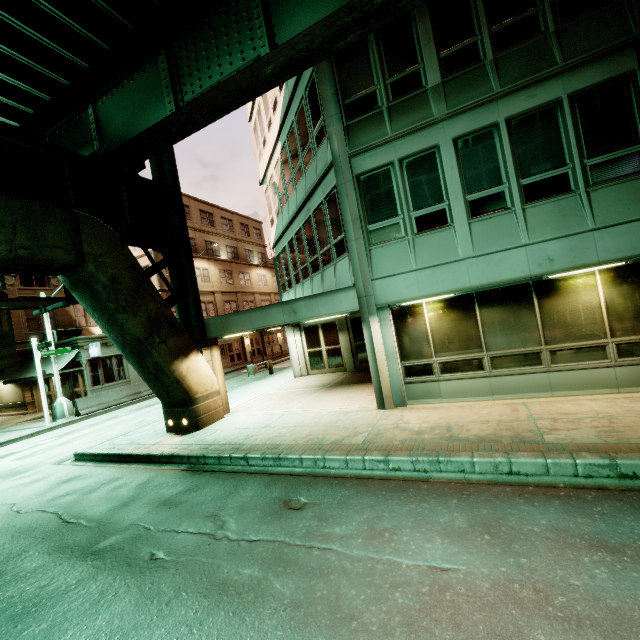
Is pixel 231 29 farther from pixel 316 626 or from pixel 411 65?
pixel 316 626

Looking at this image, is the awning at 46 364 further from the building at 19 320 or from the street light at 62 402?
the street light at 62 402

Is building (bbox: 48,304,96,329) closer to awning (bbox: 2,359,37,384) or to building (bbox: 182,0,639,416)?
awning (bbox: 2,359,37,384)

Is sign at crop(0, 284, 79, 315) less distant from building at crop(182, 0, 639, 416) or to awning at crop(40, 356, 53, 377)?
building at crop(182, 0, 639, 416)

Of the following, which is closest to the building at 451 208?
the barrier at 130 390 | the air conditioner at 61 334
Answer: the barrier at 130 390

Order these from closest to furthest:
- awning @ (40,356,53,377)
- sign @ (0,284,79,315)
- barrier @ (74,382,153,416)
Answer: sign @ (0,284,79,315), barrier @ (74,382,153,416), awning @ (40,356,53,377)

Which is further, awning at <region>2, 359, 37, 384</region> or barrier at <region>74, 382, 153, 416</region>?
awning at <region>2, 359, 37, 384</region>
